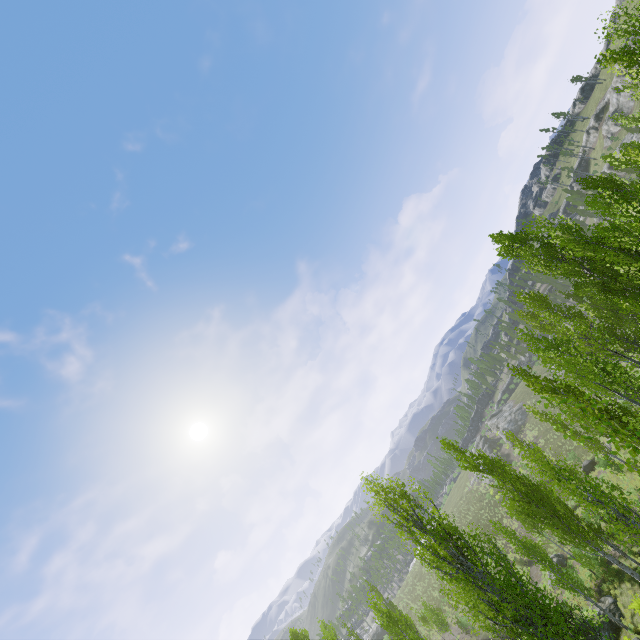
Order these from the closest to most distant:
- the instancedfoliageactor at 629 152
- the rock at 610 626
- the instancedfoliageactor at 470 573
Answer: the instancedfoliageactor at 470 573
the instancedfoliageactor at 629 152
the rock at 610 626

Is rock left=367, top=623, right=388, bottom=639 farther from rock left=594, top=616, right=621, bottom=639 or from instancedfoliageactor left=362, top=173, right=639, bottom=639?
rock left=594, top=616, right=621, bottom=639

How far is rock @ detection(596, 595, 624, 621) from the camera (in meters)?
19.34

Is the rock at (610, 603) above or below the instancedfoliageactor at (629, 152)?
below

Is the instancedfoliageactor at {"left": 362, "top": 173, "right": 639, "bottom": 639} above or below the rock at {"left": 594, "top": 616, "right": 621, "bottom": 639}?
above

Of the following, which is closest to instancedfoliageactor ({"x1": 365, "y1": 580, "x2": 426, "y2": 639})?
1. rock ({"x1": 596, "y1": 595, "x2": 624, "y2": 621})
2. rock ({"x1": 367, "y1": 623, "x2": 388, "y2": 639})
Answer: rock ({"x1": 596, "y1": 595, "x2": 624, "y2": 621})

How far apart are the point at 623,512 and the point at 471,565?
6.41m
